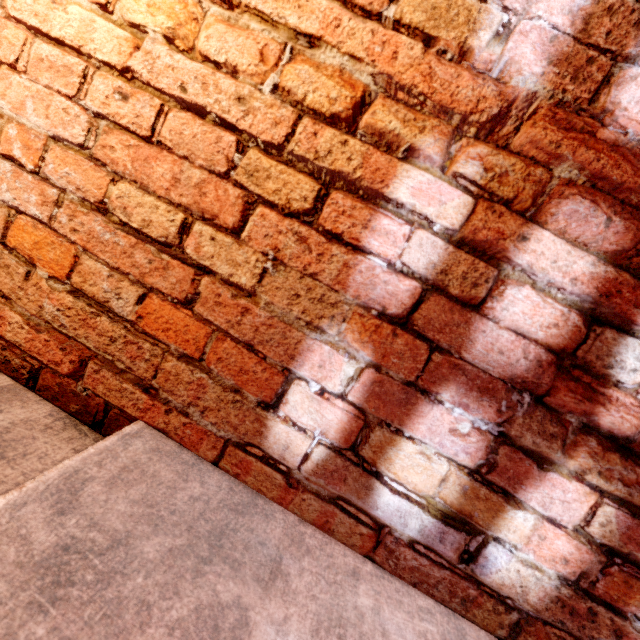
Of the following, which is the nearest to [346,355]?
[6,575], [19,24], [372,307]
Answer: [372,307]
